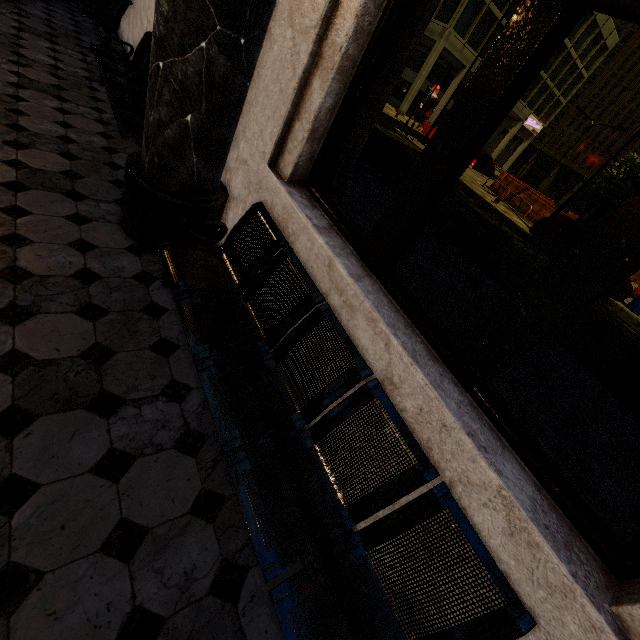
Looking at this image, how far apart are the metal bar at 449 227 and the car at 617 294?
8.1 meters

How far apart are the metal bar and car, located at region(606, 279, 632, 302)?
8.1 meters

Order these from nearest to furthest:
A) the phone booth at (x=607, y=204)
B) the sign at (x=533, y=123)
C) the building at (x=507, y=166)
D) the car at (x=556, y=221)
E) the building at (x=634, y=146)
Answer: the car at (x=556, y=221), the phone booth at (x=607, y=204), the sign at (x=533, y=123), the building at (x=507, y=166), the building at (x=634, y=146)

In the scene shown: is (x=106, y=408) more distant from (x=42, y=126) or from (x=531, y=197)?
(x=531, y=197)

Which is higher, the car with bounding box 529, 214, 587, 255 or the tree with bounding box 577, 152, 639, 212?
the tree with bounding box 577, 152, 639, 212

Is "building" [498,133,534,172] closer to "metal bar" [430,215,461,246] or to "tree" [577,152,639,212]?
"tree" [577,152,639,212]

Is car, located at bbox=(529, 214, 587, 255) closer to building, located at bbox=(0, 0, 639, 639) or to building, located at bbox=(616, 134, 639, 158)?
building, located at bbox=(0, 0, 639, 639)

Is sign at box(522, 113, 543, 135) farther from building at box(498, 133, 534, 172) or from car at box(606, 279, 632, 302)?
car at box(606, 279, 632, 302)
